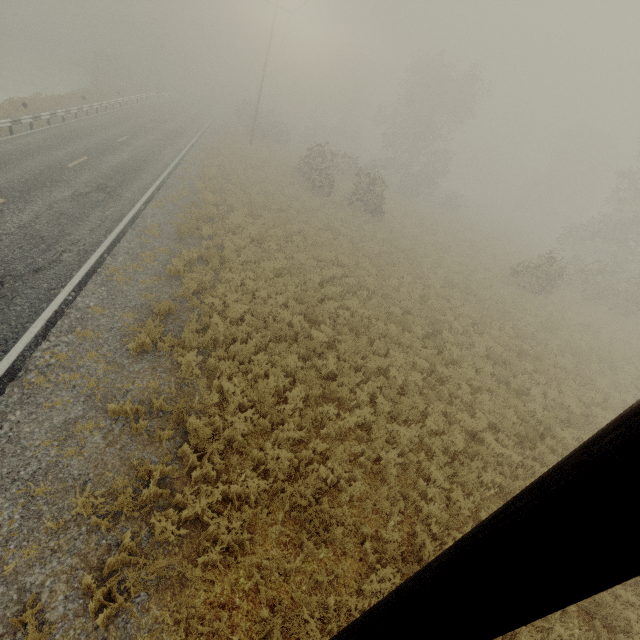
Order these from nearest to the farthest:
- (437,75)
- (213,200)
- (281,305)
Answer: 1. (281,305)
2. (213,200)
3. (437,75)
